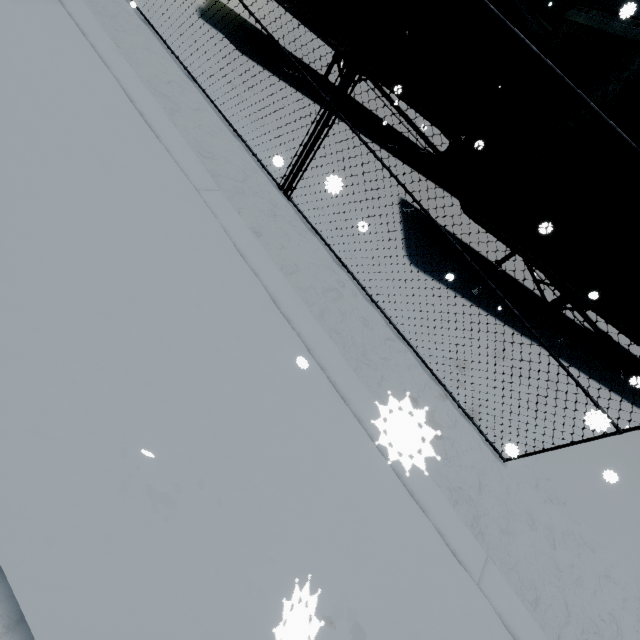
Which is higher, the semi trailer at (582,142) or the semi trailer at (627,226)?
the semi trailer at (582,142)

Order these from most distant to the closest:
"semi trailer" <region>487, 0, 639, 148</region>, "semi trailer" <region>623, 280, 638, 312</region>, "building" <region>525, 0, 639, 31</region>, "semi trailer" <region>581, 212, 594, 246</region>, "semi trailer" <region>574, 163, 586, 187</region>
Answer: "building" <region>525, 0, 639, 31</region> → "semi trailer" <region>623, 280, 638, 312</region> → "semi trailer" <region>581, 212, 594, 246</region> → "semi trailer" <region>574, 163, 586, 187</region> → "semi trailer" <region>487, 0, 639, 148</region>

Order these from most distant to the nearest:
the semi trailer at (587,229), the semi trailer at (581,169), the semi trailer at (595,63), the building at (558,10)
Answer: the building at (558,10), the semi trailer at (587,229), the semi trailer at (581,169), the semi trailer at (595,63)

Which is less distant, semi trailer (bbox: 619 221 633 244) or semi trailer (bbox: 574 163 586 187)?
Result: semi trailer (bbox: 574 163 586 187)

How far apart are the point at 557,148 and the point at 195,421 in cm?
590

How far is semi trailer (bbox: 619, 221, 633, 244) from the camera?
5.4 meters
